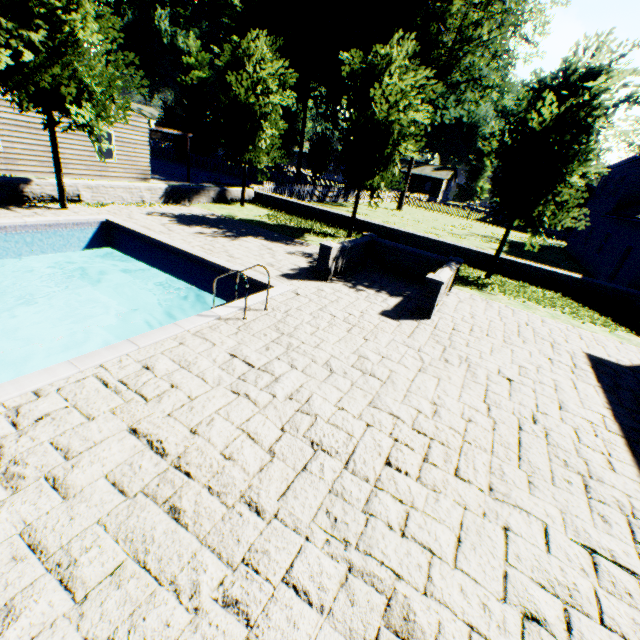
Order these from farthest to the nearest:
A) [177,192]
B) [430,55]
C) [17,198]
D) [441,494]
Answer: [430,55]
[177,192]
[17,198]
[441,494]

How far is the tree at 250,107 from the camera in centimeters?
1495cm

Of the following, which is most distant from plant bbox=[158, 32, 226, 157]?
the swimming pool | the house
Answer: the swimming pool

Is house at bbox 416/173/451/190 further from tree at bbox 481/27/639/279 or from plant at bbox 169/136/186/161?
tree at bbox 481/27/639/279

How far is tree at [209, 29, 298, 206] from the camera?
14.9 meters

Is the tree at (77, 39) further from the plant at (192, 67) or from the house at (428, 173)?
the house at (428, 173)

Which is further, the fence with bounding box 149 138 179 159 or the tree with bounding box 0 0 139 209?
the fence with bounding box 149 138 179 159

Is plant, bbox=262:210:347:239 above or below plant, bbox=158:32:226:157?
below
